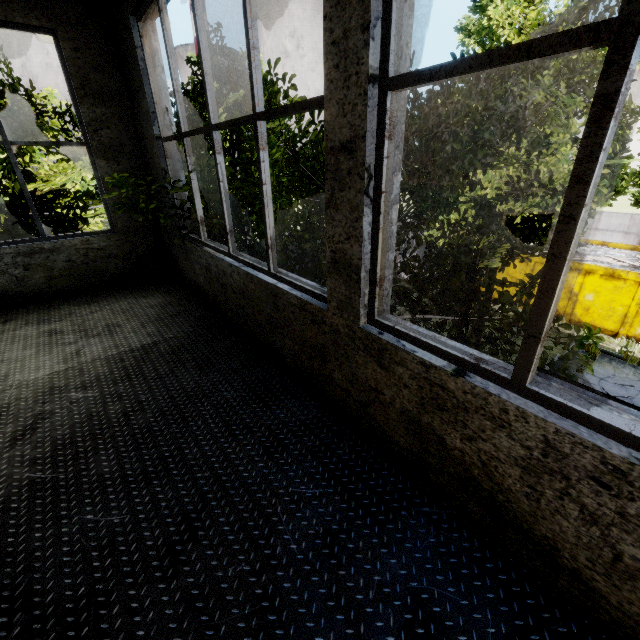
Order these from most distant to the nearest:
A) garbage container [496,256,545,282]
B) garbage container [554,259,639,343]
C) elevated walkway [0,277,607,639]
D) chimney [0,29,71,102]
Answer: chimney [0,29,71,102] < garbage container [496,256,545,282] < garbage container [554,259,639,343] < elevated walkway [0,277,607,639]

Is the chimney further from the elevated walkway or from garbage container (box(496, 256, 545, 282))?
the elevated walkway

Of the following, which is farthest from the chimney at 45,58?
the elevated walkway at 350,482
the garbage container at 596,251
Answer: the elevated walkway at 350,482

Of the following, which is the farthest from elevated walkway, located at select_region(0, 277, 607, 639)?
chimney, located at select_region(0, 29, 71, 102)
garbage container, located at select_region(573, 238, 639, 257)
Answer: chimney, located at select_region(0, 29, 71, 102)

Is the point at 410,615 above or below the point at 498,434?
below

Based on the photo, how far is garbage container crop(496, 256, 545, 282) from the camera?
13.6 meters
